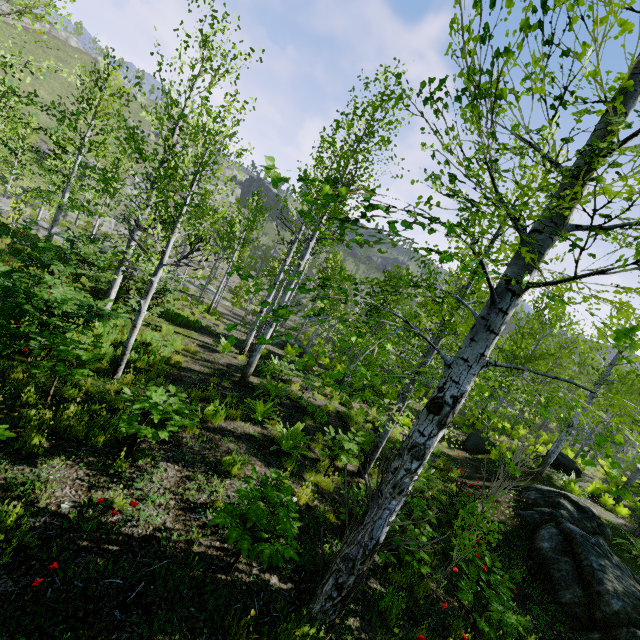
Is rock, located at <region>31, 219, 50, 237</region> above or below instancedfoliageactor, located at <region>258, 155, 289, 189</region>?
below

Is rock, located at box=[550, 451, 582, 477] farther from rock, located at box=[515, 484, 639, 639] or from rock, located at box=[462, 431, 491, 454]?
rock, located at box=[515, 484, 639, 639]

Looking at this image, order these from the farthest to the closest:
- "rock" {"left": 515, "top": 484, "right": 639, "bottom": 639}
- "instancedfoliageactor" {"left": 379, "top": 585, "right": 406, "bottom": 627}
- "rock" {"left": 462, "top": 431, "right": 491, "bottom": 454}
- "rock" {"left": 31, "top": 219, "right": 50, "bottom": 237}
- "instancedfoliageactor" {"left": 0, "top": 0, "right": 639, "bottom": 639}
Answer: "rock" {"left": 31, "top": 219, "right": 50, "bottom": 237} → "rock" {"left": 462, "top": 431, "right": 491, "bottom": 454} → "rock" {"left": 515, "top": 484, "right": 639, "bottom": 639} → "instancedfoliageactor" {"left": 379, "top": 585, "right": 406, "bottom": 627} → "instancedfoliageactor" {"left": 0, "top": 0, "right": 639, "bottom": 639}

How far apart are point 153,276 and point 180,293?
0.7 meters

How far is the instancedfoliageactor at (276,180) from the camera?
1.4m

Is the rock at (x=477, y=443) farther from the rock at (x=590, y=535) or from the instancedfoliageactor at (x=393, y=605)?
the rock at (x=590, y=535)

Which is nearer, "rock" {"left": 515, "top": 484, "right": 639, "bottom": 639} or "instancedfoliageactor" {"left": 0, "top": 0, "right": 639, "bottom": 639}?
"instancedfoliageactor" {"left": 0, "top": 0, "right": 639, "bottom": 639}

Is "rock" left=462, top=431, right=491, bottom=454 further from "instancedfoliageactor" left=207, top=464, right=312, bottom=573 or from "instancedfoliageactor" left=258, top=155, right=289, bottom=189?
"instancedfoliageactor" left=258, top=155, right=289, bottom=189
